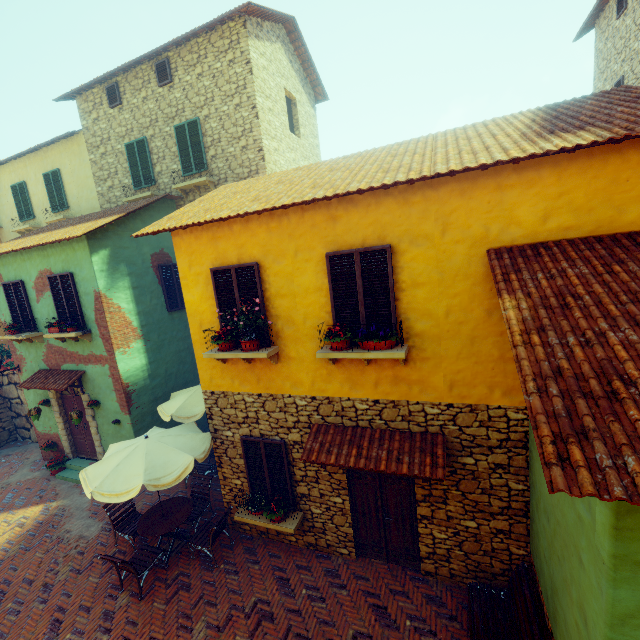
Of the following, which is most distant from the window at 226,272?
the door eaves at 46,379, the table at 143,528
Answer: the table at 143,528

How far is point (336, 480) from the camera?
6.5 meters

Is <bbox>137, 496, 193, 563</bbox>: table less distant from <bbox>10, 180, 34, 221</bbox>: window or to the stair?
the stair

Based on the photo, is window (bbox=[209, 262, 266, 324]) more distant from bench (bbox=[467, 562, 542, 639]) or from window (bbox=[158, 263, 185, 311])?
bench (bbox=[467, 562, 542, 639])

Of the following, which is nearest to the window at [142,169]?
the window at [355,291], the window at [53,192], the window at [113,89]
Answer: the window at [113,89]

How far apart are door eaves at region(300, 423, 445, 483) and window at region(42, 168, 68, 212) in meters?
14.8 m

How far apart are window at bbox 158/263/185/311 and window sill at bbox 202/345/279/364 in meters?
5.4

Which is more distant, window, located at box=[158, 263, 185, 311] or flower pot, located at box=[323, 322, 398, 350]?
window, located at box=[158, 263, 185, 311]
